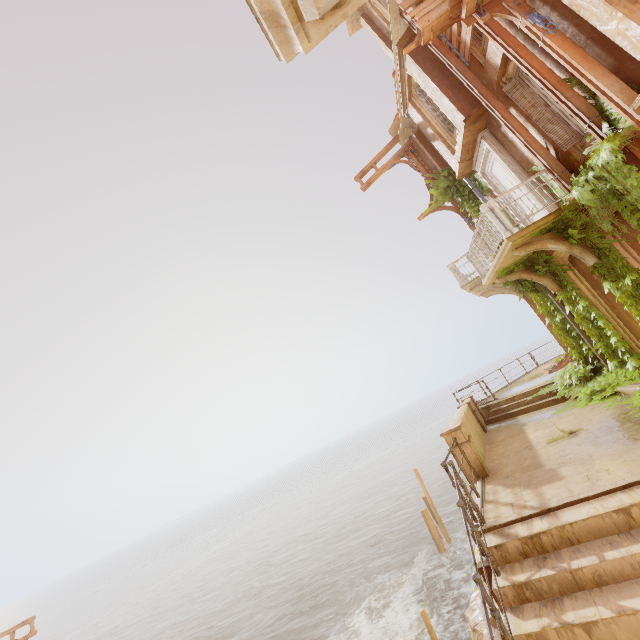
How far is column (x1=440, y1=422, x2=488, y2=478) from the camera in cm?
725

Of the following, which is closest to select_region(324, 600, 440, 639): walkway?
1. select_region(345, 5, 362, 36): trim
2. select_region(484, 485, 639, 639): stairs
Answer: select_region(484, 485, 639, 639): stairs

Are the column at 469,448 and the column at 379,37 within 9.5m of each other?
no

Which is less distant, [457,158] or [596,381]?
[596,381]

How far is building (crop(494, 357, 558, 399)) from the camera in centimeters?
1323cm

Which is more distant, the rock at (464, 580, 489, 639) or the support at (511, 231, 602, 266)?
the rock at (464, 580, 489, 639)

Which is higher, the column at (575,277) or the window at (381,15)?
the window at (381,15)

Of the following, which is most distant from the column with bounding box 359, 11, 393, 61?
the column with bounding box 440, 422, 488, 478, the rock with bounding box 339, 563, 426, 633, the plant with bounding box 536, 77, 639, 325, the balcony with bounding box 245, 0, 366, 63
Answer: the rock with bounding box 339, 563, 426, 633
